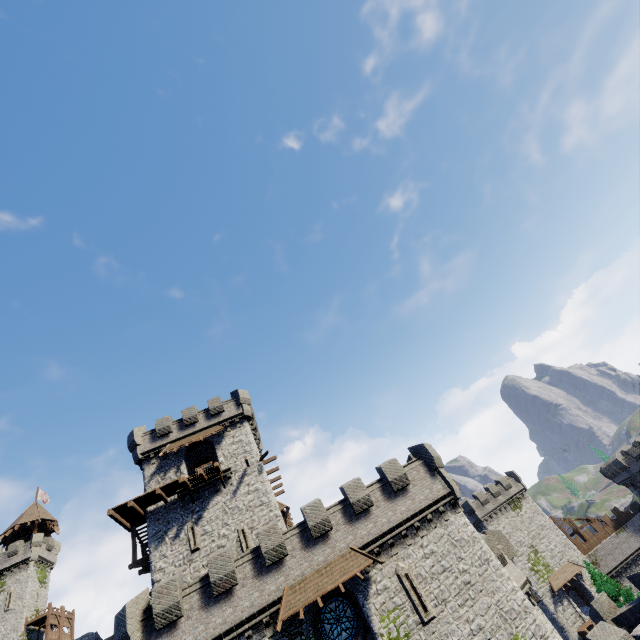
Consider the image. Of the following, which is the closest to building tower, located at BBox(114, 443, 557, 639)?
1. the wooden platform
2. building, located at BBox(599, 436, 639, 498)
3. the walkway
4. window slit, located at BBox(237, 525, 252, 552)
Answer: window slit, located at BBox(237, 525, 252, 552)

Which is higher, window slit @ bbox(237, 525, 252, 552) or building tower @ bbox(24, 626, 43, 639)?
building tower @ bbox(24, 626, 43, 639)

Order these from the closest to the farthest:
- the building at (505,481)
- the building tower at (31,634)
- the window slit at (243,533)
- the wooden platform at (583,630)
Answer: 1. the window slit at (243,533)
2. the wooden platform at (583,630)
3. the building at (505,481)
4. the building tower at (31,634)

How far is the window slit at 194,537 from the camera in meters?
24.1

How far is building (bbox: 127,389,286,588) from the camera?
24.1m

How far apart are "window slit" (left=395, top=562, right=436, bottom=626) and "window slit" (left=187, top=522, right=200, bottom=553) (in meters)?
14.59

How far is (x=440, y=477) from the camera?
22.3 meters

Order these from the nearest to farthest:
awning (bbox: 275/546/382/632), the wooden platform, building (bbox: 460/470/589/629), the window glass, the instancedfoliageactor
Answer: awning (bbox: 275/546/382/632)
the window glass
the instancedfoliageactor
the wooden platform
building (bbox: 460/470/589/629)
